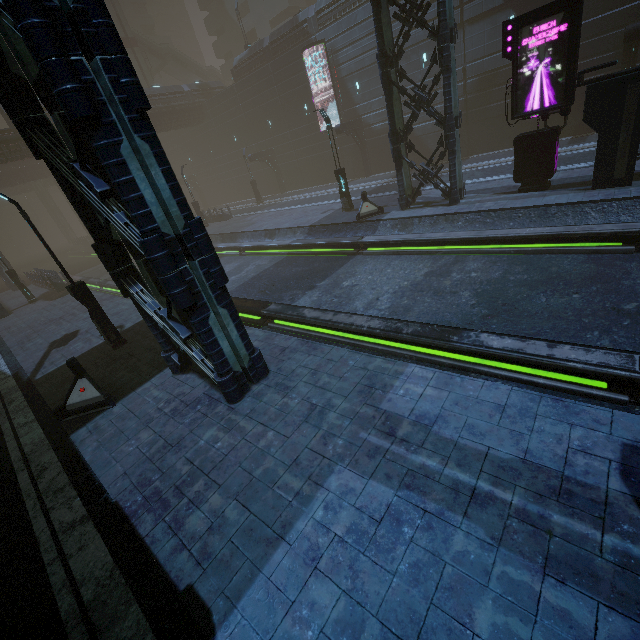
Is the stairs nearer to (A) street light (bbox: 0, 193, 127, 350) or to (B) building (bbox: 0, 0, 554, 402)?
(B) building (bbox: 0, 0, 554, 402)

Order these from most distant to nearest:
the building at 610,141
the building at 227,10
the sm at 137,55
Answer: the sm at 137,55 → the building at 227,10 → the building at 610,141

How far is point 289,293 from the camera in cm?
1420

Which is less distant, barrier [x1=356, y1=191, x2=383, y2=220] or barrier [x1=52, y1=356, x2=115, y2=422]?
Answer: barrier [x1=52, y1=356, x2=115, y2=422]

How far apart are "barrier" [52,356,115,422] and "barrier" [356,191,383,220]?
13.86m

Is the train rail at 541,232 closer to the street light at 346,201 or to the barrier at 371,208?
the barrier at 371,208

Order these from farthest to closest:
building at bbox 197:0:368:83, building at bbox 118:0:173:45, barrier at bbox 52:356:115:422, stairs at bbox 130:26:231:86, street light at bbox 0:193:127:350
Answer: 1. building at bbox 118:0:173:45
2. stairs at bbox 130:26:231:86
3. building at bbox 197:0:368:83
4. street light at bbox 0:193:127:350
5. barrier at bbox 52:356:115:422

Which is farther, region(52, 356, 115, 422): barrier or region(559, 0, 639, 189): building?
region(559, 0, 639, 189): building
